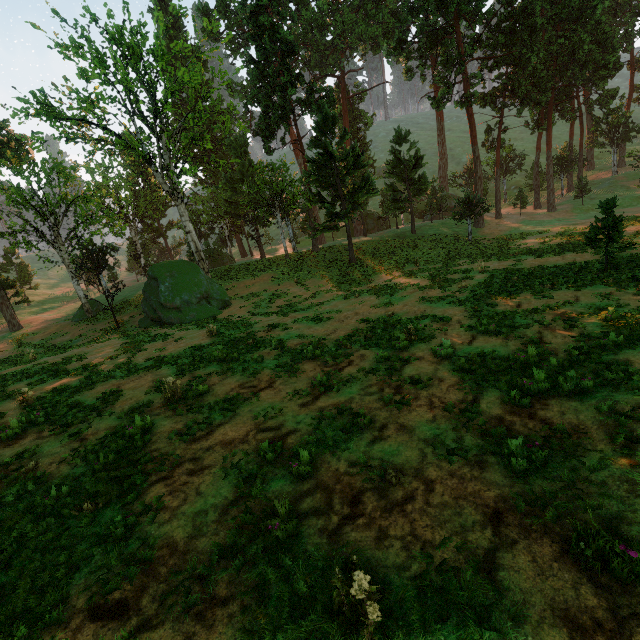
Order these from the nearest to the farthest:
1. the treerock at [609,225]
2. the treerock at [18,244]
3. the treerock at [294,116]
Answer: the treerock at [609,225], the treerock at [294,116], the treerock at [18,244]

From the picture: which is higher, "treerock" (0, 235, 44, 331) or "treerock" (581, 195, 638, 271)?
"treerock" (0, 235, 44, 331)

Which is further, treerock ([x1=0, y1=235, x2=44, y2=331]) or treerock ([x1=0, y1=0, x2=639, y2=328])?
treerock ([x1=0, y1=235, x2=44, y2=331])

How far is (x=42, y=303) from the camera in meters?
50.4 m

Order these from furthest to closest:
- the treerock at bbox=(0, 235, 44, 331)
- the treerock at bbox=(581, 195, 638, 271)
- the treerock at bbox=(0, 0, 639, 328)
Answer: the treerock at bbox=(0, 235, 44, 331) → the treerock at bbox=(0, 0, 639, 328) → the treerock at bbox=(581, 195, 638, 271)

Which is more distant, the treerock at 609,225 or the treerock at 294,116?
the treerock at 294,116
